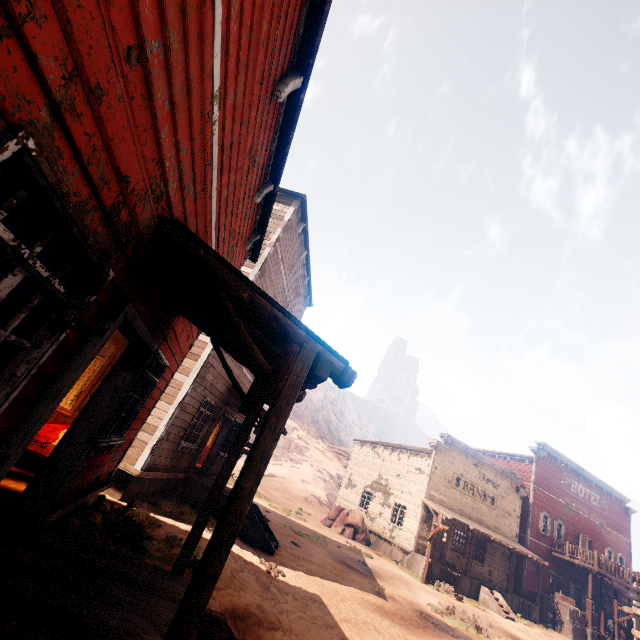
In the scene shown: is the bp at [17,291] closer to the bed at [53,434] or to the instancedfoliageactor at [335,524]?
the bed at [53,434]

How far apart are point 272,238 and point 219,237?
6.36m

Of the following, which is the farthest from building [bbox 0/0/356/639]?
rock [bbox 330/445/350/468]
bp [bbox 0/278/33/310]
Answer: rock [bbox 330/445/350/468]

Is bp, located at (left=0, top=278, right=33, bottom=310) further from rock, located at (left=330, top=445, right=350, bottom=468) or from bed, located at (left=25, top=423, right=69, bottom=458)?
rock, located at (left=330, top=445, right=350, bottom=468)

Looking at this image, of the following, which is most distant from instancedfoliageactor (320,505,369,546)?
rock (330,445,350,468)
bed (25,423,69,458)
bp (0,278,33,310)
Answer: rock (330,445,350,468)

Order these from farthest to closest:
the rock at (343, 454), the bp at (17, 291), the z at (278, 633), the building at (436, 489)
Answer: the rock at (343, 454) → the building at (436, 489) → the z at (278, 633) → the bp at (17, 291)

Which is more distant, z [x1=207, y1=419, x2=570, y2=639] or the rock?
the rock
